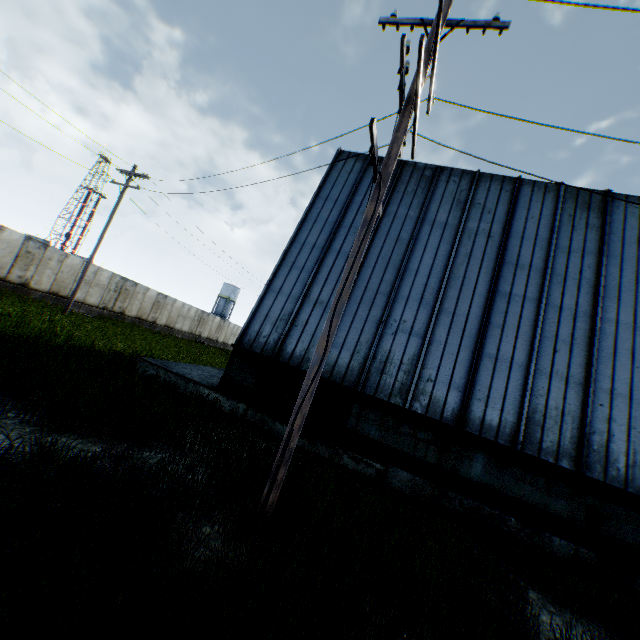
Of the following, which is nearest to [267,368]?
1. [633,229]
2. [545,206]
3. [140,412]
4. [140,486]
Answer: [140,412]

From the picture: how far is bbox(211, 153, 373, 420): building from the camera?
10.1 meters

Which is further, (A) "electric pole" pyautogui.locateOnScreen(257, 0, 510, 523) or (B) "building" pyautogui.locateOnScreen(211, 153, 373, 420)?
(B) "building" pyautogui.locateOnScreen(211, 153, 373, 420)

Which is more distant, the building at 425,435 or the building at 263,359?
the building at 263,359

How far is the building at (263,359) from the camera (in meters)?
10.09

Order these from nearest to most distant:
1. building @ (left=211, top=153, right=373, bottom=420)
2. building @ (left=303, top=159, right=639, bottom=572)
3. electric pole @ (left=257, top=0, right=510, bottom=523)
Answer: electric pole @ (left=257, top=0, right=510, bottom=523)
building @ (left=303, top=159, right=639, bottom=572)
building @ (left=211, top=153, right=373, bottom=420)

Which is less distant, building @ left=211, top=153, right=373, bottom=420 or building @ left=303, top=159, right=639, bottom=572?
building @ left=303, top=159, right=639, bottom=572
